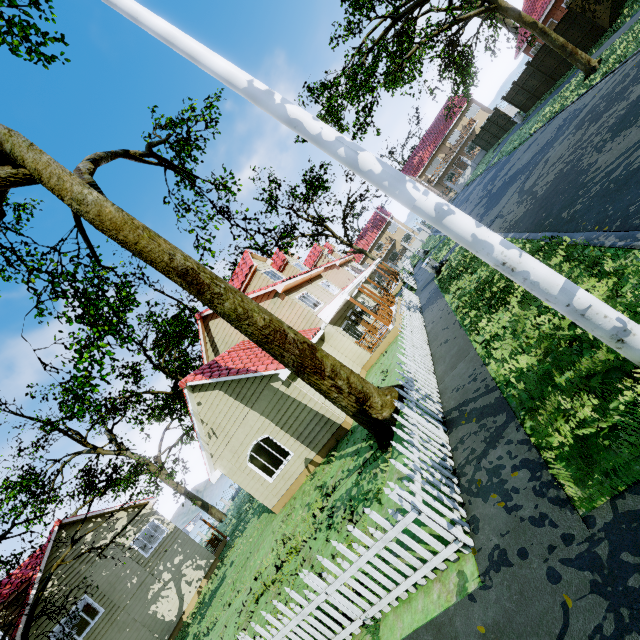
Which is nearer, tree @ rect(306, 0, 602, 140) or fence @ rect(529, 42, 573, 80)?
tree @ rect(306, 0, 602, 140)

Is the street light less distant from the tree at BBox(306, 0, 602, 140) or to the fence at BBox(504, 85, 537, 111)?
the fence at BBox(504, 85, 537, 111)

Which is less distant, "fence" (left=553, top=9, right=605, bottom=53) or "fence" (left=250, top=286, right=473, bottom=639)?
A: "fence" (left=250, top=286, right=473, bottom=639)

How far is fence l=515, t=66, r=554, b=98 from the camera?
22.91m

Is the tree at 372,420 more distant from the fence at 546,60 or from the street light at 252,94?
the street light at 252,94

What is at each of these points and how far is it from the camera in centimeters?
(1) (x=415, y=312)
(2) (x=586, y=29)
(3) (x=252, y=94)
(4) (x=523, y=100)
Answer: (1) fence, 1362cm
(2) fence, 1741cm
(3) street light, 335cm
(4) fence, 2672cm

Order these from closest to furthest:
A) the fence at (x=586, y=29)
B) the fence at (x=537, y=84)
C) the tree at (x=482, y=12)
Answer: the tree at (x=482, y=12) < the fence at (x=586, y=29) < the fence at (x=537, y=84)
